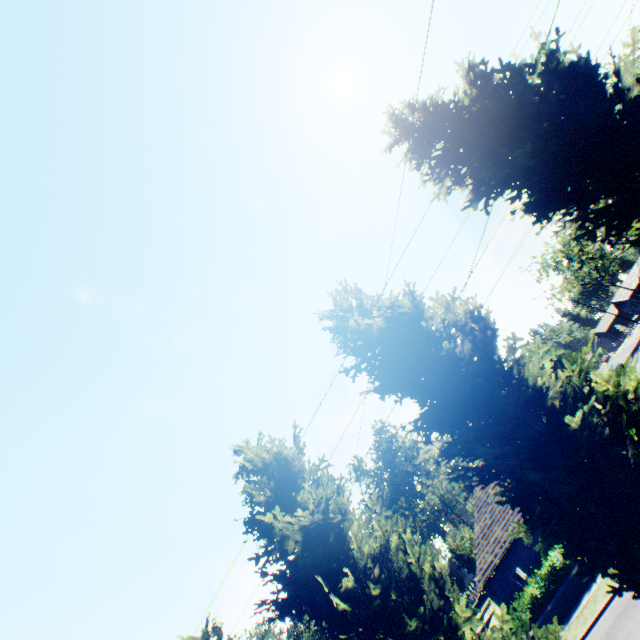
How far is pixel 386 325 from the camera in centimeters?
754cm

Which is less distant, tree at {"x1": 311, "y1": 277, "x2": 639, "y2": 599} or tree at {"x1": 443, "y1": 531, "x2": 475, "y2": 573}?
tree at {"x1": 311, "y1": 277, "x2": 639, "y2": 599}

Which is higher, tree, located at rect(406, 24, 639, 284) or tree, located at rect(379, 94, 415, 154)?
tree, located at rect(379, 94, 415, 154)

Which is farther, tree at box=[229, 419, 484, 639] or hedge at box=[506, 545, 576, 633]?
hedge at box=[506, 545, 576, 633]

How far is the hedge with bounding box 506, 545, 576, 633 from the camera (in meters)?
18.50

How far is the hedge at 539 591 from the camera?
18.5m

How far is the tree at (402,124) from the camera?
8.8 meters
